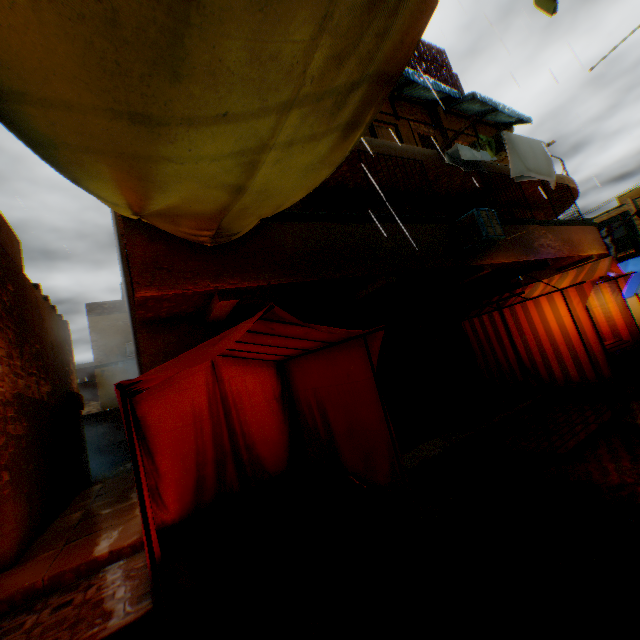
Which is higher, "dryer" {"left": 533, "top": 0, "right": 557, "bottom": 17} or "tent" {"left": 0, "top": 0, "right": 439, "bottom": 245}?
"dryer" {"left": 533, "top": 0, "right": 557, "bottom": 17}

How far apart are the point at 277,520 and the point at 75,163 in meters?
4.6

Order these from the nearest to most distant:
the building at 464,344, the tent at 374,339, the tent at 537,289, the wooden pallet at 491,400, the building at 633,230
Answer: the tent at 374,339, the wooden pallet at 491,400, the tent at 537,289, the building at 464,344, the building at 633,230

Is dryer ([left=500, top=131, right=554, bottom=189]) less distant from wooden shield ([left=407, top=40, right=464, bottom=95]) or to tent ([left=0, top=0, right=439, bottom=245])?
tent ([left=0, top=0, right=439, bottom=245])

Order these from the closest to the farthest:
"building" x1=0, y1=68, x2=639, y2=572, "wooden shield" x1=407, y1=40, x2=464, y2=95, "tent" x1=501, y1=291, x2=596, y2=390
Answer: "building" x1=0, y1=68, x2=639, y2=572 → "tent" x1=501, y1=291, x2=596, y2=390 → "wooden shield" x1=407, y1=40, x2=464, y2=95

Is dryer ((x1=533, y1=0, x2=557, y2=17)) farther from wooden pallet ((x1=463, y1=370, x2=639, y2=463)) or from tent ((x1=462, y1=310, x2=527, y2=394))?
wooden pallet ((x1=463, y1=370, x2=639, y2=463))

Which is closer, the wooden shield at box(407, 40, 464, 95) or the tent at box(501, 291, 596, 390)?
the tent at box(501, 291, 596, 390)

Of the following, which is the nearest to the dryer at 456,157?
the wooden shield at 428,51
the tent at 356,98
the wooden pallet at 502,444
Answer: the tent at 356,98
